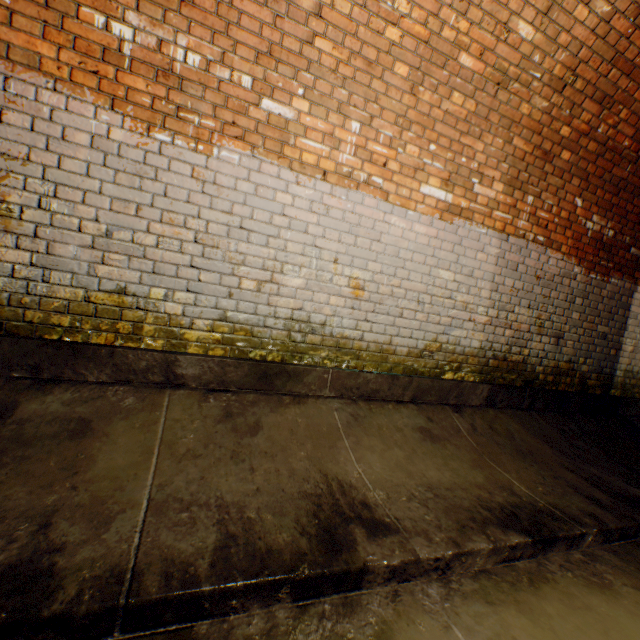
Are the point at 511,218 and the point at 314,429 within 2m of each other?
no
